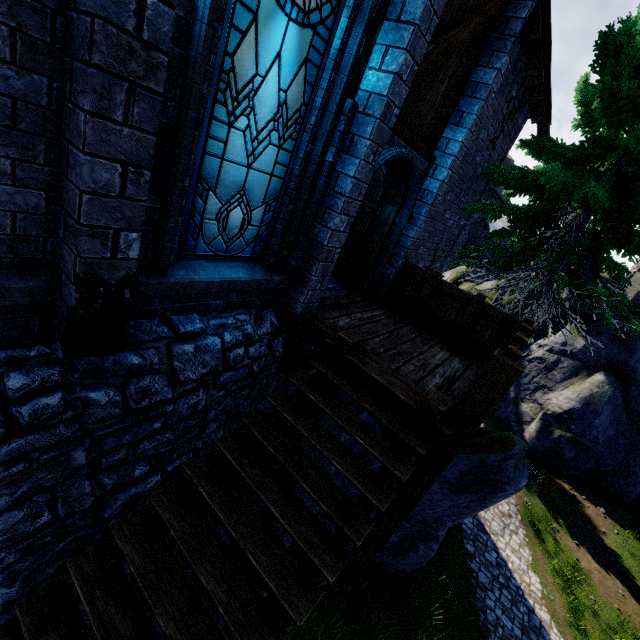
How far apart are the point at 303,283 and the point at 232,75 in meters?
2.7 m

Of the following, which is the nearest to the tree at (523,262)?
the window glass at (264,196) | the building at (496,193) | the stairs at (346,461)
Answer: the stairs at (346,461)

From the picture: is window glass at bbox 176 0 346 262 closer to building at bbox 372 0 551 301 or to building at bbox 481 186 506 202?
building at bbox 372 0 551 301

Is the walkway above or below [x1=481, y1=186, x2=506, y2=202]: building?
below

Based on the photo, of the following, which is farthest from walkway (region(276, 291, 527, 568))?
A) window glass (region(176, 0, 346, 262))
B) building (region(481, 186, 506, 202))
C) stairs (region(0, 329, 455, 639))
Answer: building (region(481, 186, 506, 202))

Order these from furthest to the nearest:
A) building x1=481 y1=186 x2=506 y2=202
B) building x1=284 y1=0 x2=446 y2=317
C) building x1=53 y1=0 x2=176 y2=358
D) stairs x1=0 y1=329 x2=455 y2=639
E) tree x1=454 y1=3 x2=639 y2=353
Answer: building x1=481 y1=186 x2=506 y2=202, tree x1=454 y1=3 x2=639 y2=353, building x1=284 y1=0 x2=446 y2=317, stairs x1=0 y1=329 x2=455 y2=639, building x1=53 y1=0 x2=176 y2=358

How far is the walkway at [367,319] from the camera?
3.7m

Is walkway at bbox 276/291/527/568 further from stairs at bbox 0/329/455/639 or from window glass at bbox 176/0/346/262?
window glass at bbox 176/0/346/262
